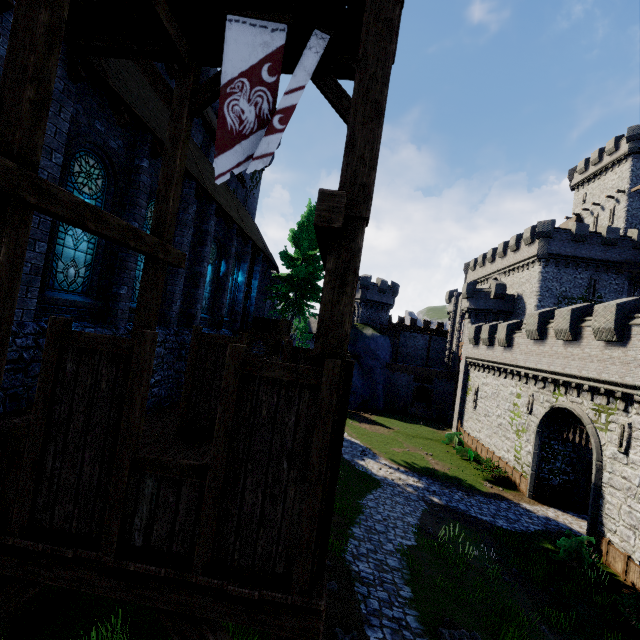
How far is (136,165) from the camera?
9.6m

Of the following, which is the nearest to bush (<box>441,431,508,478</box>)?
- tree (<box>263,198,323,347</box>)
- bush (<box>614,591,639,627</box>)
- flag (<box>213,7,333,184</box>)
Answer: bush (<box>614,591,639,627</box>)

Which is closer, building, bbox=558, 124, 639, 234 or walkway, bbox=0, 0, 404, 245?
walkway, bbox=0, 0, 404, 245

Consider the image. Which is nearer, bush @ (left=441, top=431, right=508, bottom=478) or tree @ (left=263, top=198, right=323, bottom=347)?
bush @ (left=441, top=431, right=508, bottom=478)

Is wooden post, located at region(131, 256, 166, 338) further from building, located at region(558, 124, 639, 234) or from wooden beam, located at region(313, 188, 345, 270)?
building, located at region(558, 124, 639, 234)

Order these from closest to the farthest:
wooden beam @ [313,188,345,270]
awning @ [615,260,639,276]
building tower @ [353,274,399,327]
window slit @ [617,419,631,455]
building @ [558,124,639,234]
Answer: wooden beam @ [313,188,345,270] → window slit @ [617,419,631,455] → awning @ [615,260,639,276] → building @ [558,124,639,234] → building tower @ [353,274,399,327]

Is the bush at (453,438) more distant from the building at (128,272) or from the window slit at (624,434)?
the building at (128,272)

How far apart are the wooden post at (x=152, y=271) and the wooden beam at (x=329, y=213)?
3.3m
